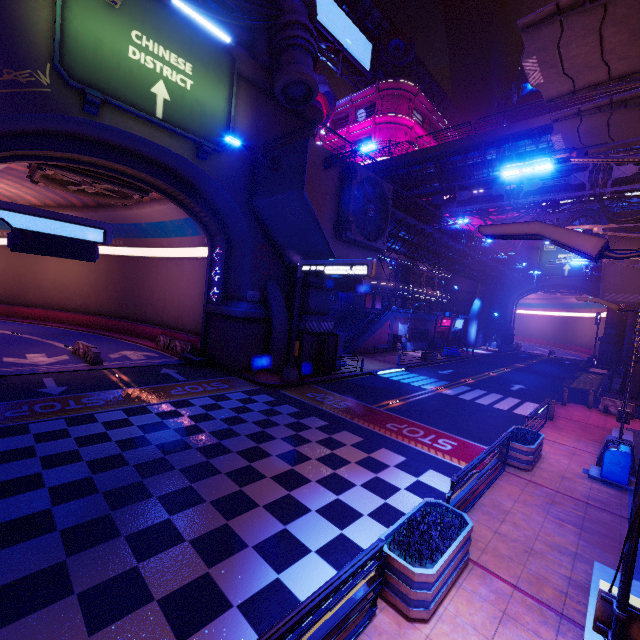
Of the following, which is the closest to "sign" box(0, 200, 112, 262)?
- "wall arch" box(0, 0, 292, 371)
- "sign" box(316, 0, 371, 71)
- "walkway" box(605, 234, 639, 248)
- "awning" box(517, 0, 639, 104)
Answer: "wall arch" box(0, 0, 292, 371)

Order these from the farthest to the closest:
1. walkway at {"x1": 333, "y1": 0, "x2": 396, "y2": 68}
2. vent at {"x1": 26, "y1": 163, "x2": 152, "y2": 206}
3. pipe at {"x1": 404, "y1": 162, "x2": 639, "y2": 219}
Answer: walkway at {"x1": 333, "y1": 0, "x2": 396, "y2": 68}
pipe at {"x1": 404, "y1": 162, "x2": 639, "y2": 219}
vent at {"x1": 26, "y1": 163, "x2": 152, "y2": 206}

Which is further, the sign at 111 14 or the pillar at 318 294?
the pillar at 318 294

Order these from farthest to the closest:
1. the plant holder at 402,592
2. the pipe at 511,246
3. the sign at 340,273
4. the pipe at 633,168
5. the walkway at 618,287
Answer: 1. the pipe at 511,246
2. the walkway at 618,287
3. the pipe at 633,168
4. the sign at 340,273
5. the plant holder at 402,592

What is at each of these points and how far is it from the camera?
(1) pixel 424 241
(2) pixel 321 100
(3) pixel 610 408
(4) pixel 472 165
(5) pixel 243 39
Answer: (1) walkway, 29.17m
(2) satellite dish, 42.41m
(3) fence, 19.16m
(4) walkway, 26.98m
(5) pipe, 19.02m

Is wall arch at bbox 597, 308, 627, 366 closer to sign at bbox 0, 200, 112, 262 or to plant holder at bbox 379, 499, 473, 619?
plant holder at bbox 379, 499, 473, 619

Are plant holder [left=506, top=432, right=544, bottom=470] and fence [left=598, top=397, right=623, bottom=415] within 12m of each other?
yes

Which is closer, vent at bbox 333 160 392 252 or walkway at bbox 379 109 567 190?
vent at bbox 333 160 392 252
